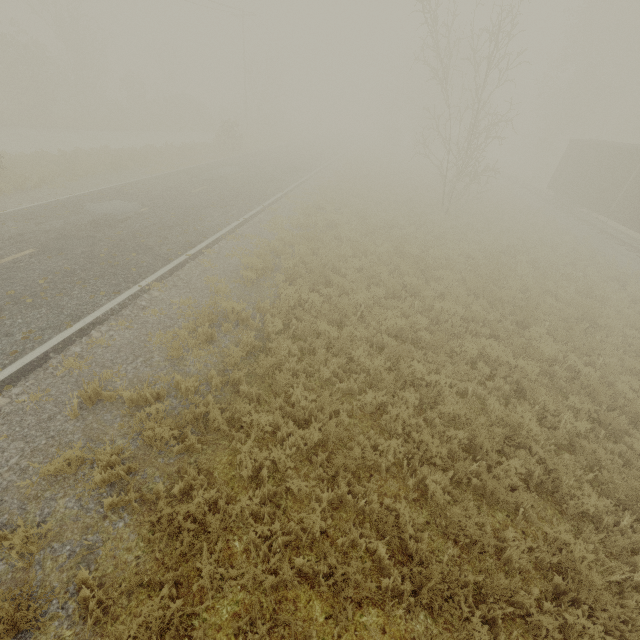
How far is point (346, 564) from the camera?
3.8 meters
